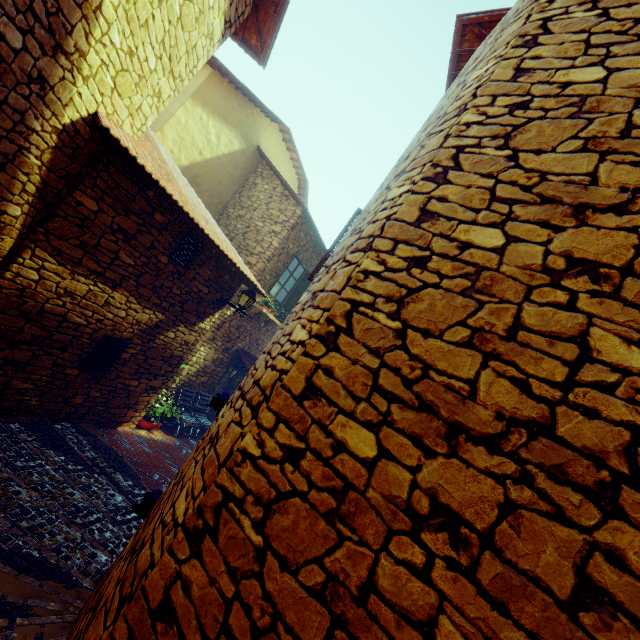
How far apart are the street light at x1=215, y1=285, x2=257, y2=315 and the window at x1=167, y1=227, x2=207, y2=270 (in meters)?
1.34

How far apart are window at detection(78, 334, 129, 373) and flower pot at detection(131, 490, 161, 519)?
2.71m

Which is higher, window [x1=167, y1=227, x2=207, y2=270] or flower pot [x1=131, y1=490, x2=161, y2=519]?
window [x1=167, y1=227, x2=207, y2=270]

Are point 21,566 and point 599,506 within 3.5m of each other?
no

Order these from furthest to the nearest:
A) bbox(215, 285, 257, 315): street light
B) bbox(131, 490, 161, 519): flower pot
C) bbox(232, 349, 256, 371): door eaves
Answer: bbox(232, 349, 256, 371): door eaves
bbox(215, 285, 257, 315): street light
bbox(131, 490, 161, 519): flower pot

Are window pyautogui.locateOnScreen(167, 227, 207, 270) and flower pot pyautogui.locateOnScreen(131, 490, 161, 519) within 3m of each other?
no

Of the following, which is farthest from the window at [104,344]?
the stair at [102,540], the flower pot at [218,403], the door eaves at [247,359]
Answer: the door eaves at [247,359]

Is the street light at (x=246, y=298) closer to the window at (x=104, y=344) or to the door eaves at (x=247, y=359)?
the window at (x=104, y=344)
